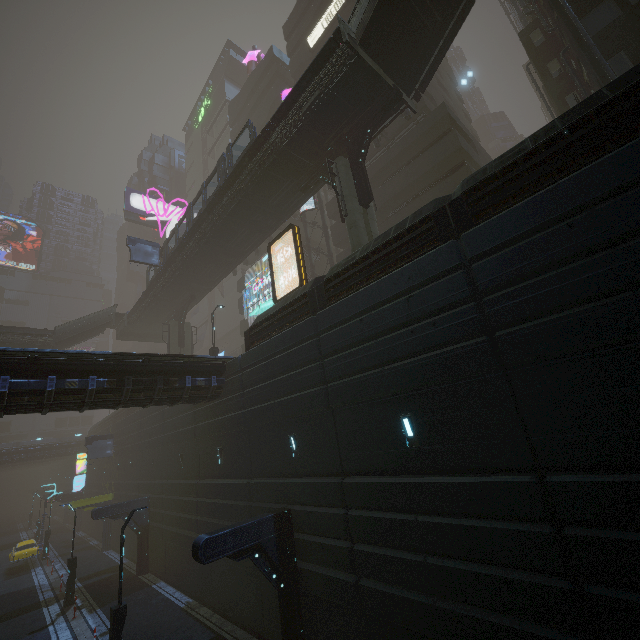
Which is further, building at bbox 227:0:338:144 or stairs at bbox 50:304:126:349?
building at bbox 227:0:338:144

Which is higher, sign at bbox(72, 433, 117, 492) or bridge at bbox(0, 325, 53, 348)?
bridge at bbox(0, 325, 53, 348)

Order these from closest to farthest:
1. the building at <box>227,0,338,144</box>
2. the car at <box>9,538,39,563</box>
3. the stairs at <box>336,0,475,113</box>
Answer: the stairs at <box>336,0,475,113</box>, the car at <box>9,538,39,563</box>, the building at <box>227,0,338,144</box>

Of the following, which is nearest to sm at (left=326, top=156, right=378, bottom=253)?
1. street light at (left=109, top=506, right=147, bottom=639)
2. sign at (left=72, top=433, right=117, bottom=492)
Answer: street light at (left=109, top=506, right=147, bottom=639)

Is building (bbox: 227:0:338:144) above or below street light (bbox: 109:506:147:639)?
above

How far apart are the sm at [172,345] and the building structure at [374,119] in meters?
25.7 m

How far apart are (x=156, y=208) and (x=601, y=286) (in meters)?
65.56

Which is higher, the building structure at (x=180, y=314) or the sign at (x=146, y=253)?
the sign at (x=146, y=253)
